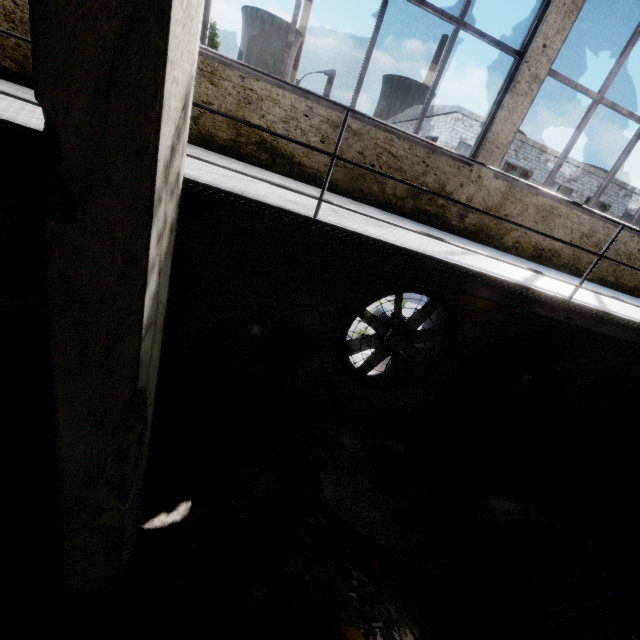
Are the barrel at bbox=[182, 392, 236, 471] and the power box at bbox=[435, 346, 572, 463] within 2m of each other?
Answer: no

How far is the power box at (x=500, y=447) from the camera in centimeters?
585cm

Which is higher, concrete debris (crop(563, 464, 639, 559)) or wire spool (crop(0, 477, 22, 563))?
wire spool (crop(0, 477, 22, 563))

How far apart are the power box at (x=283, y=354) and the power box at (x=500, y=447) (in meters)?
3.32

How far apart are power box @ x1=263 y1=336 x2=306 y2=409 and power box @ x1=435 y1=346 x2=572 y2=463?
3.3 meters

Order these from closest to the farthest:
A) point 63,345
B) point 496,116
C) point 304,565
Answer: point 63,345 → point 304,565 → point 496,116

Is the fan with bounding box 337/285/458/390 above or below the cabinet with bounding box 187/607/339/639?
above

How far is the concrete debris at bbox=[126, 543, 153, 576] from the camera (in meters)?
3.44
